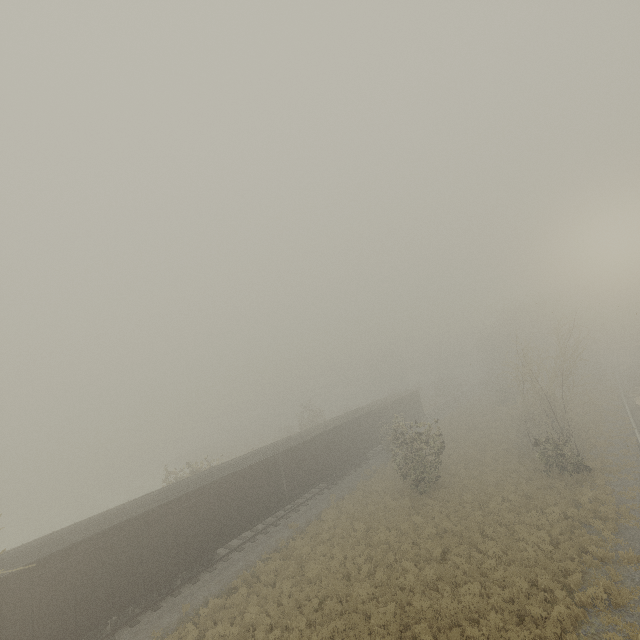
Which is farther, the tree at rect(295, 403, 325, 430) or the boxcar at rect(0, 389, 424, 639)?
the tree at rect(295, 403, 325, 430)

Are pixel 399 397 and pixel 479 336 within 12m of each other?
no

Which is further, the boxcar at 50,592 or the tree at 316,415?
the tree at 316,415

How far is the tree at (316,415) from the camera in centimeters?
4456cm

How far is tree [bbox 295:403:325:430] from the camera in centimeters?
4456cm
